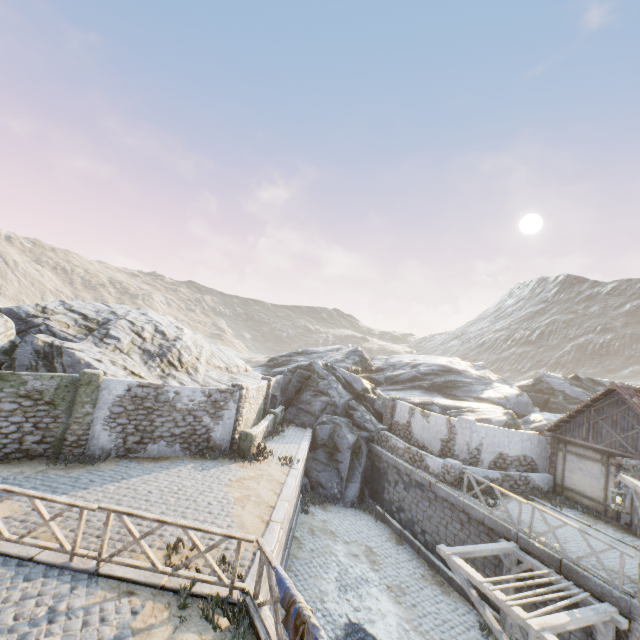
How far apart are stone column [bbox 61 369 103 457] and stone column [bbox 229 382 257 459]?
5.1m

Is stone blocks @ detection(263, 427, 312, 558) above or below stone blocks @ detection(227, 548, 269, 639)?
above

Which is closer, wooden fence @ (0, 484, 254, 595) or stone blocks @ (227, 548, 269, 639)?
stone blocks @ (227, 548, 269, 639)

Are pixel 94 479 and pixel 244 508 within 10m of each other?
yes

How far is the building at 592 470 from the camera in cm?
1378

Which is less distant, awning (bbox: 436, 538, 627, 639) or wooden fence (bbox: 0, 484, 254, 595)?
wooden fence (bbox: 0, 484, 254, 595)

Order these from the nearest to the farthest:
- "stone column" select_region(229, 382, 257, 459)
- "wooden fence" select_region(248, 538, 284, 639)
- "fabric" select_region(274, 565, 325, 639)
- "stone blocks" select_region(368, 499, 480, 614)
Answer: "fabric" select_region(274, 565, 325, 639)
"wooden fence" select_region(248, 538, 284, 639)
"stone blocks" select_region(368, 499, 480, 614)
"stone column" select_region(229, 382, 257, 459)

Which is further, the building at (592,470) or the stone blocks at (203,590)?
the building at (592,470)
